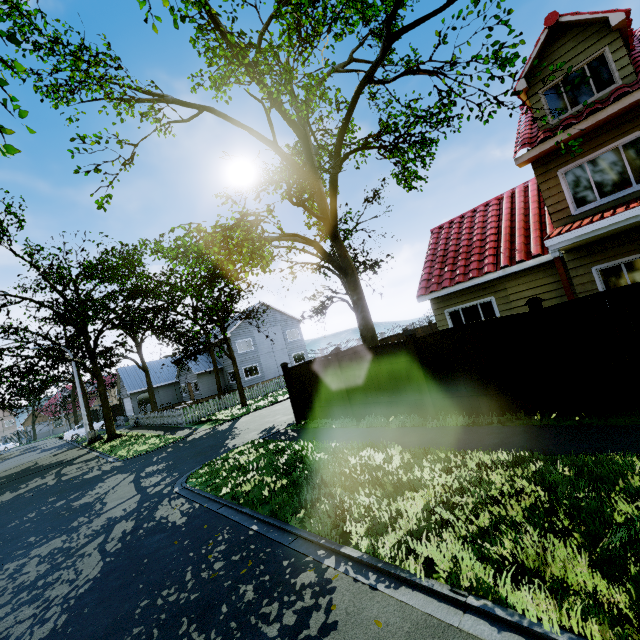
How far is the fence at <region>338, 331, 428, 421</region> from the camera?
8.31m

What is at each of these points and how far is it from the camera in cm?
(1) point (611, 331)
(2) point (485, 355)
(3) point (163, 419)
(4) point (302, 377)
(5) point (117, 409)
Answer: (1) fence, 537
(2) fence, 689
(3) fence, 2339
(4) fence, 1154
(5) fence, 4338

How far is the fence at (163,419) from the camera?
20.8 meters

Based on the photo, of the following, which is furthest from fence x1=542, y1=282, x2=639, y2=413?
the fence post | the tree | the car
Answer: the car

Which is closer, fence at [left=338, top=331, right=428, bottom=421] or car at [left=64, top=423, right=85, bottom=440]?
fence at [left=338, top=331, right=428, bottom=421]

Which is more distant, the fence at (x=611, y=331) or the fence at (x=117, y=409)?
the fence at (x=117, y=409)
